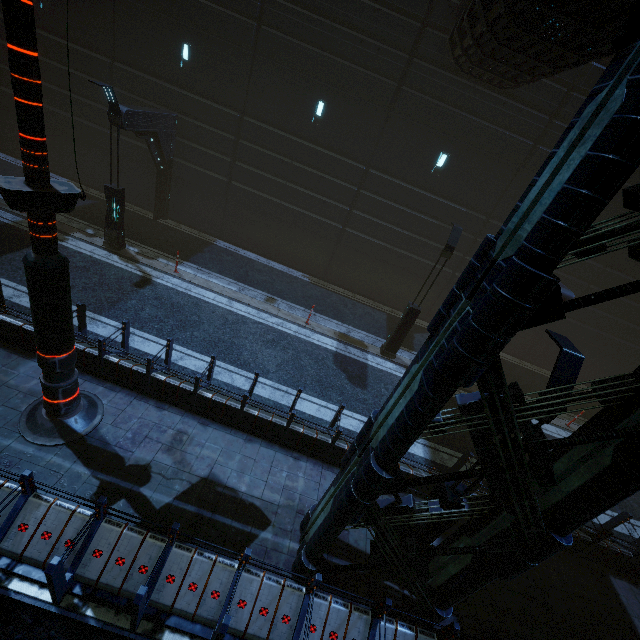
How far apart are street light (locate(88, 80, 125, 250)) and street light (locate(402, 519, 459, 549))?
13.0 meters

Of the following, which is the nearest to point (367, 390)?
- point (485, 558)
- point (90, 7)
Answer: point (485, 558)

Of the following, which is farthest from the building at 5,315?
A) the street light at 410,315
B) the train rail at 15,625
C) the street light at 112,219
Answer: the street light at 410,315

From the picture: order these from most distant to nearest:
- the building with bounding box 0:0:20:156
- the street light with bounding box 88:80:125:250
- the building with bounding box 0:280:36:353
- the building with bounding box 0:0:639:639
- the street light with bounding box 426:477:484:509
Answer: the building with bounding box 0:0:20:156 → the street light with bounding box 88:80:125:250 → the building with bounding box 0:280:36:353 → the street light with bounding box 426:477:484:509 → the building with bounding box 0:0:639:639

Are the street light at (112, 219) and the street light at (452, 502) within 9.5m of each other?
no

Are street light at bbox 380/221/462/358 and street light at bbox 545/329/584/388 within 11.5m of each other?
yes

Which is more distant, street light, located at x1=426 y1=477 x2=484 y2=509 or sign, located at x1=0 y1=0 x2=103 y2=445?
street light, located at x1=426 y1=477 x2=484 y2=509
